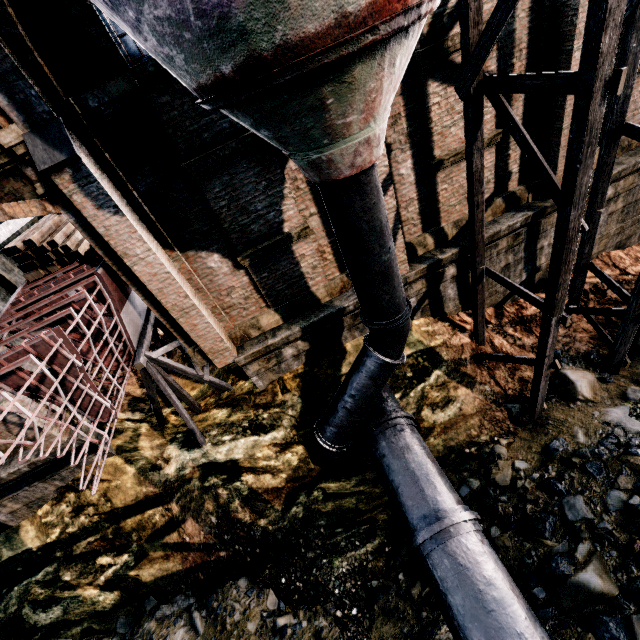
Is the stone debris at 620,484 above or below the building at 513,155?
below

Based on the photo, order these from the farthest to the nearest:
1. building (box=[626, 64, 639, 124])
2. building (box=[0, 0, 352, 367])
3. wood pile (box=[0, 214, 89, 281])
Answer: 1. wood pile (box=[0, 214, 89, 281])
2. building (box=[626, 64, 639, 124])
3. building (box=[0, 0, 352, 367])

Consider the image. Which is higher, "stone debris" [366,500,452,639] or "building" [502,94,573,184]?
"building" [502,94,573,184]

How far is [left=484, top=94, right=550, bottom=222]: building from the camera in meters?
9.0

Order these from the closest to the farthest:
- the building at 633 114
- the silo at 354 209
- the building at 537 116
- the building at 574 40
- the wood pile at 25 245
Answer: the silo at 354 209 → the building at 574 40 → the building at 537 116 → the building at 633 114 → the wood pile at 25 245

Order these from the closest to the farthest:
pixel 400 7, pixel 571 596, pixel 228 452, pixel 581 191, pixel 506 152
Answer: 1. pixel 400 7
2. pixel 581 191
3. pixel 571 596
4. pixel 506 152
5. pixel 228 452

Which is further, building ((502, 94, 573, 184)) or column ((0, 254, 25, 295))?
column ((0, 254, 25, 295))
